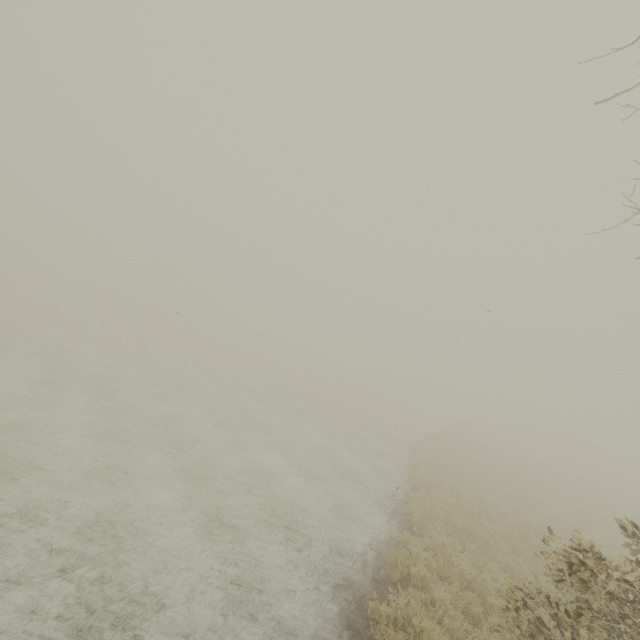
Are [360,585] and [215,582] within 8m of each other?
yes
